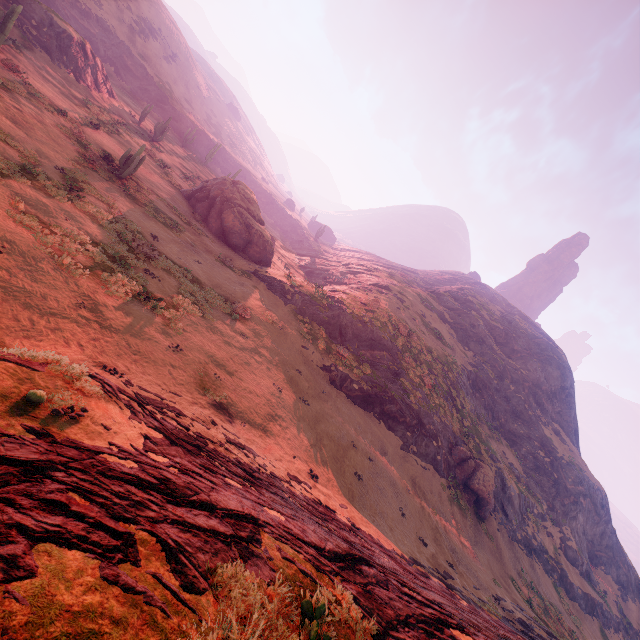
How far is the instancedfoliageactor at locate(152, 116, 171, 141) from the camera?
39.66m

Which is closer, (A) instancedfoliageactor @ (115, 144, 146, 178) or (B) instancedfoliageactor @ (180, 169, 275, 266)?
(A) instancedfoliageactor @ (115, 144, 146, 178)

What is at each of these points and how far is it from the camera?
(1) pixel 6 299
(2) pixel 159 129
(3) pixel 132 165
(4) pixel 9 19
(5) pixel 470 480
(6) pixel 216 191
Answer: (1) z, 9.2 meters
(2) instancedfoliageactor, 40.1 meters
(3) instancedfoliageactor, 21.9 meters
(4) instancedfoliageactor, 22.0 meters
(5) instancedfoliageactor, 27.0 meters
(6) instancedfoliageactor, 31.3 meters

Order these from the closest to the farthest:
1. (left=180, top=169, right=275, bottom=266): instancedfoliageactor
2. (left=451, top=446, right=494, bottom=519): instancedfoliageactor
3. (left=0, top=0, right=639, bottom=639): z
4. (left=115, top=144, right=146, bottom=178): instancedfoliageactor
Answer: (left=0, top=0, right=639, bottom=639): z, (left=115, top=144, right=146, bottom=178): instancedfoliageactor, (left=451, top=446, right=494, bottom=519): instancedfoliageactor, (left=180, top=169, right=275, bottom=266): instancedfoliageactor

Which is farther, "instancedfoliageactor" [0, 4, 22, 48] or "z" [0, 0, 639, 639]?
"instancedfoliageactor" [0, 4, 22, 48]

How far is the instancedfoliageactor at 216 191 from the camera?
30.2 meters

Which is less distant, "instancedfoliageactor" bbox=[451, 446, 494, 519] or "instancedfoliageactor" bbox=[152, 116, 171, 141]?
"instancedfoliageactor" bbox=[451, 446, 494, 519]

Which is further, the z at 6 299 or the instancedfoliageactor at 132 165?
the instancedfoliageactor at 132 165
